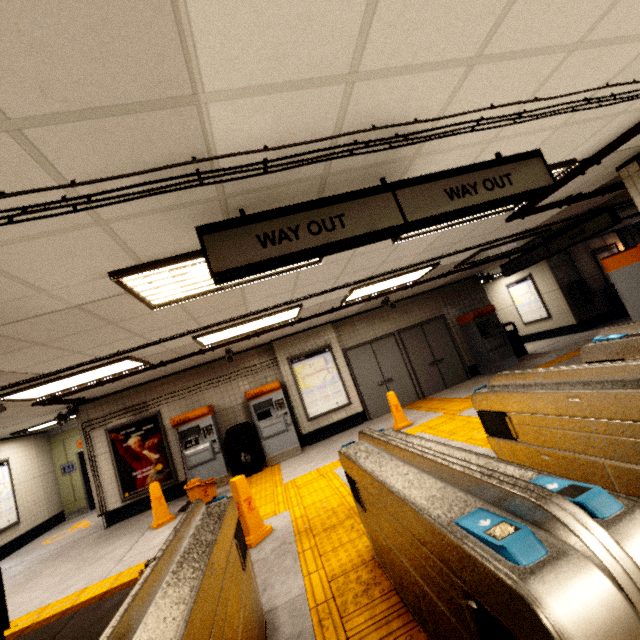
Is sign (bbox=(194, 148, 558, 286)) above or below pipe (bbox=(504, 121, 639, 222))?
below

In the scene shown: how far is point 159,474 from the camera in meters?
7.8 m

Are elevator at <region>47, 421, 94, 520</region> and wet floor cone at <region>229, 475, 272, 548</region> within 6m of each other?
no

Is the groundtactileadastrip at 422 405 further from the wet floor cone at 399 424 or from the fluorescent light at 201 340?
the fluorescent light at 201 340

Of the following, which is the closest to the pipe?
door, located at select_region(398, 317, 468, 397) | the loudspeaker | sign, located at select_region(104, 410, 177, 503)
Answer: door, located at select_region(398, 317, 468, 397)

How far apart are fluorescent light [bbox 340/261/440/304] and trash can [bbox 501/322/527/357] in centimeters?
494cm

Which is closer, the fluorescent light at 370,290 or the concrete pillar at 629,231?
the fluorescent light at 370,290

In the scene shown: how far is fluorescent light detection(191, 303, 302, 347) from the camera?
5.55m
